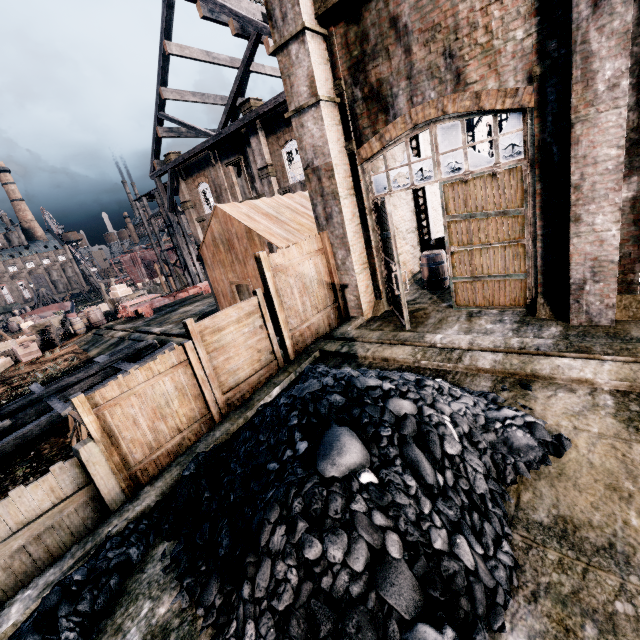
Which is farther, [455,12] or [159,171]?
[159,171]

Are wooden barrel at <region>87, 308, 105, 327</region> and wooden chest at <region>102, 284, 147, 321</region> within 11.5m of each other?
yes

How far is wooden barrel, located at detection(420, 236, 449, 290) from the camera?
11.2m

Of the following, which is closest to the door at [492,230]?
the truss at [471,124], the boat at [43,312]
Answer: the truss at [471,124]

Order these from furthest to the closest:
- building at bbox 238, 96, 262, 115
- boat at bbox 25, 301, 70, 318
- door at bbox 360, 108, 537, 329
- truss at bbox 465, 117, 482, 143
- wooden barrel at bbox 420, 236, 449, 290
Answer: boat at bbox 25, 301, 70, 318 < building at bbox 238, 96, 262, 115 < truss at bbox 465, 117, 482, 143 < wooden barrel at bbox 420, 236, 449, 290 < door at bbox 360, 108, 537, 329

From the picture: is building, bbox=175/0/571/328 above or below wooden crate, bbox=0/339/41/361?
above

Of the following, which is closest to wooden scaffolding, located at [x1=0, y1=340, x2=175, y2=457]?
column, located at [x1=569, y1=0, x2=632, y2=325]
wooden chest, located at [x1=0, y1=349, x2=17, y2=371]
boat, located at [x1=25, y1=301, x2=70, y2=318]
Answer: wooden chest, located at [x1=0, y1=349, x2=17, y2=371]

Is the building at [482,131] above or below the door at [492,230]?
above
